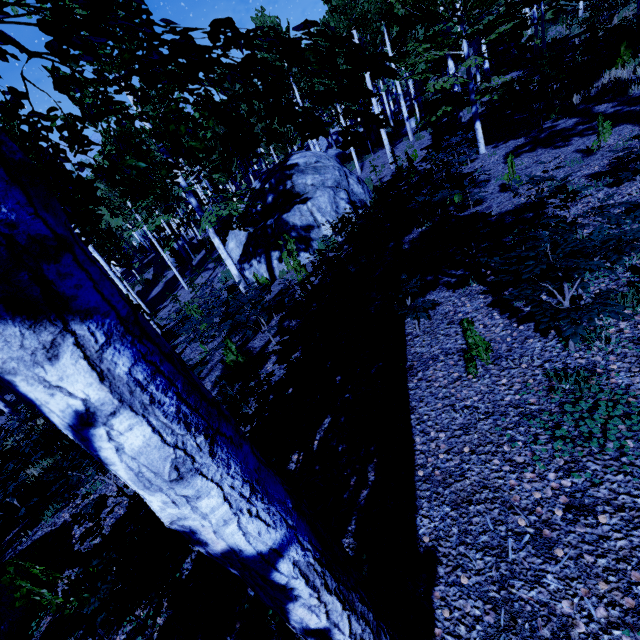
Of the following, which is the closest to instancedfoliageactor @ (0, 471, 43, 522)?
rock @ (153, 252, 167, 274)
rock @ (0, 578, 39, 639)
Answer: rock @ (153, 252, 167, 274)

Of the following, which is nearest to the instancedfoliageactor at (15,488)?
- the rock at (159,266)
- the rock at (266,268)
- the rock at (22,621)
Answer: the rock at (159,266)

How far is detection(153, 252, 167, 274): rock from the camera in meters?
27.3

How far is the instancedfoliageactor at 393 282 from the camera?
4.1m

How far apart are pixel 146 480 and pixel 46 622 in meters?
4.8

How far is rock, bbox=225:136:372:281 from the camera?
12.0 meters

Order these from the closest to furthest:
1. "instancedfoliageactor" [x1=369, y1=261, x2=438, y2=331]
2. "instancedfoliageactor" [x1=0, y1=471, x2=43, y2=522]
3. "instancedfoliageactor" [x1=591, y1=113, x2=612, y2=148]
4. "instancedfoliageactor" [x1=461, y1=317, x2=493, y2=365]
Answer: "instancedfoliageactor" [x1=461, y1=317, x2=493, y2=365]
"instancedfoliageactor" [x1=369, y1=261, x2=438, y2=331]
"instancedfoliageactor" [x1=0, y1=471, x2=43, y2=522]
"instancedfoliageactor" [x1=591, y1=113, x2=612, y2=148]

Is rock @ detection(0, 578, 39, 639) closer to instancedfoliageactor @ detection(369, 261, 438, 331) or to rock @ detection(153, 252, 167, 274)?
instancedfoliageactor @ detection(369, 261, 438, 331)
